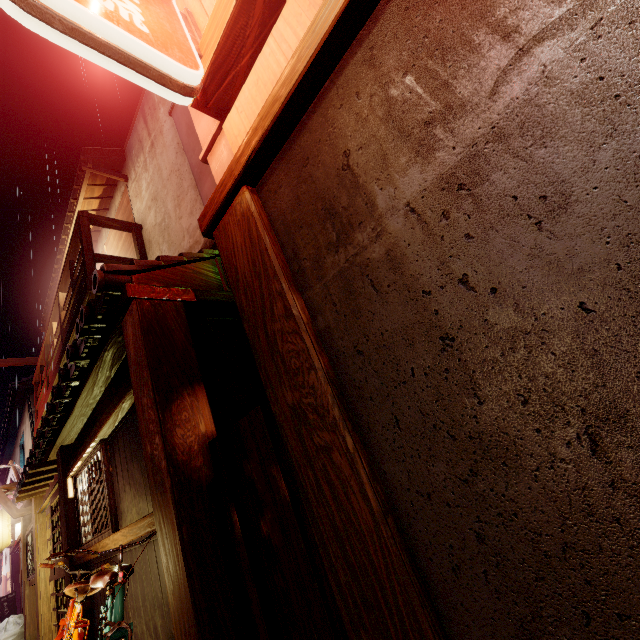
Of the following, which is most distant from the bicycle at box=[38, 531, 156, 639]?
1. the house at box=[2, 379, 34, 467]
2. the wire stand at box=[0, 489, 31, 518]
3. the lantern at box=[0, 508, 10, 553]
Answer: the house at box=[2, 379, 34, 467]

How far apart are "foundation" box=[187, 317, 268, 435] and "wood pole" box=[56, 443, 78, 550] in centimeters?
728cm

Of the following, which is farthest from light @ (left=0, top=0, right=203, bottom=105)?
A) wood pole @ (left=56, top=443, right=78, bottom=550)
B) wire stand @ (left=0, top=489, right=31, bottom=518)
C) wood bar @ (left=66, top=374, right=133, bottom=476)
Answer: wire stand @ (left=0, top=489, right=31, bottom=518)

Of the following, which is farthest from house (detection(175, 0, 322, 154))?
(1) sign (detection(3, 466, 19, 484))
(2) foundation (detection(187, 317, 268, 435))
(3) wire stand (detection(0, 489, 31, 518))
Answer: (1) sign (detection(3, 466, 19, 484))

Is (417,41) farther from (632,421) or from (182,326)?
(182,326)

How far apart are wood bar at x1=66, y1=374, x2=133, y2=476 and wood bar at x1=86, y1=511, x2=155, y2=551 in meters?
2.0

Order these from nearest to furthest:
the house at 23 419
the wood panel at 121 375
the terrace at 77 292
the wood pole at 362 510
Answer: the wood pole at 362 510, the wood panel at 121 375, the terrace at 77 292, the house at 23 419

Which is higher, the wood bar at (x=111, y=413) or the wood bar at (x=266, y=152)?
the wood bar at (x=266, y=152)
